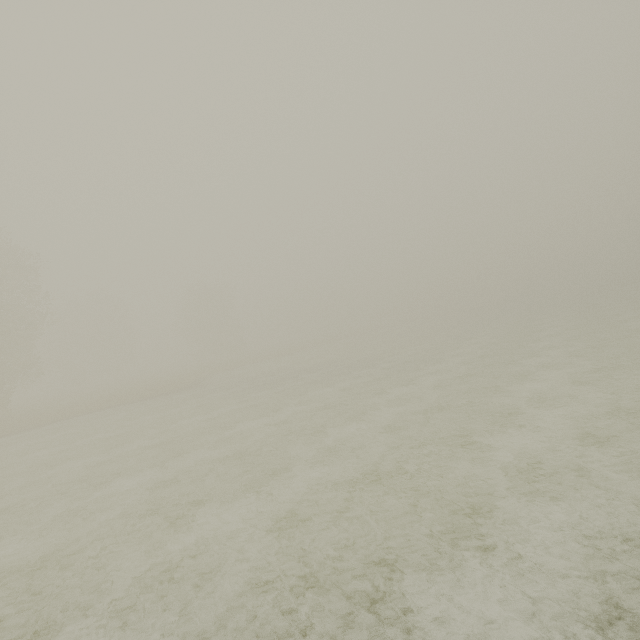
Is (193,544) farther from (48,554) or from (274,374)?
(274,374)
